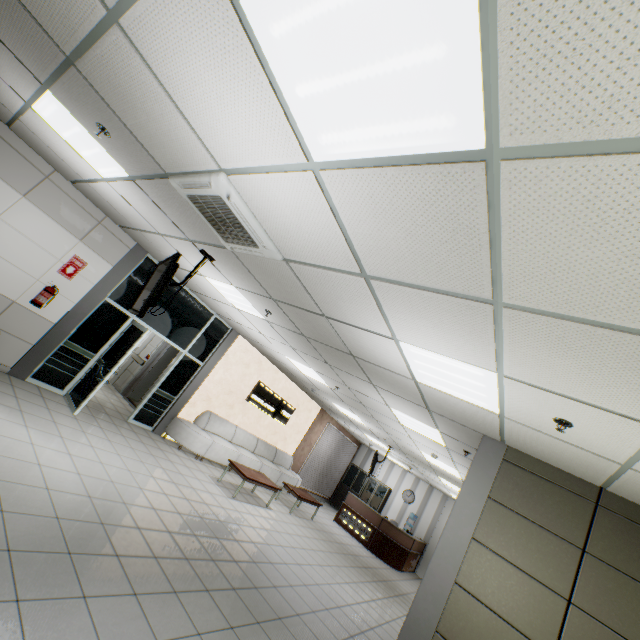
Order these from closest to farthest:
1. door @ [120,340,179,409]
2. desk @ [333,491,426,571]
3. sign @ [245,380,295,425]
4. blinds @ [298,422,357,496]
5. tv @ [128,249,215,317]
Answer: tv @ [128,249,215,317]
door @ [120,340,179,409]
sign @ [245,380,295,425]
desk @ [333,491,426,571]
blinds @ [298,422,357,496]

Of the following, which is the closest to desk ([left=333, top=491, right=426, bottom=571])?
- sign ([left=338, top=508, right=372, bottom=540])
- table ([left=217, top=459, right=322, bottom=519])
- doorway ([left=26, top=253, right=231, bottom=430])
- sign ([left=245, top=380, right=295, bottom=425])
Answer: sign ([left=338, top=508, right=372, bottom=540])

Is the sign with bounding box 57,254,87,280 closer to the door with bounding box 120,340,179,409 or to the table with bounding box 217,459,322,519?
the door with bounding box 120,340,179,409

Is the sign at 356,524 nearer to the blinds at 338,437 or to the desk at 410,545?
the desk at 410,545

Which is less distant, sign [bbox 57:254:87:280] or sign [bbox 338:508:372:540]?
sign [bbox 57:254:87:280]

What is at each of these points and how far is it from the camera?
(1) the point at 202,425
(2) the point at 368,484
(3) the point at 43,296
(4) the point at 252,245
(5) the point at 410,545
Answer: (1) sofa, 8.8m
(2) cabinet, 15.3m
(3) fire extinguisher, 5.7m
(4) air conditioning vent, 3.3m
(5) desk, 11.7m

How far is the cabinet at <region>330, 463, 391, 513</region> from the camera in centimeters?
1476cm

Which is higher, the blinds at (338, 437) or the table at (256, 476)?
the blinds at (338, 437)
